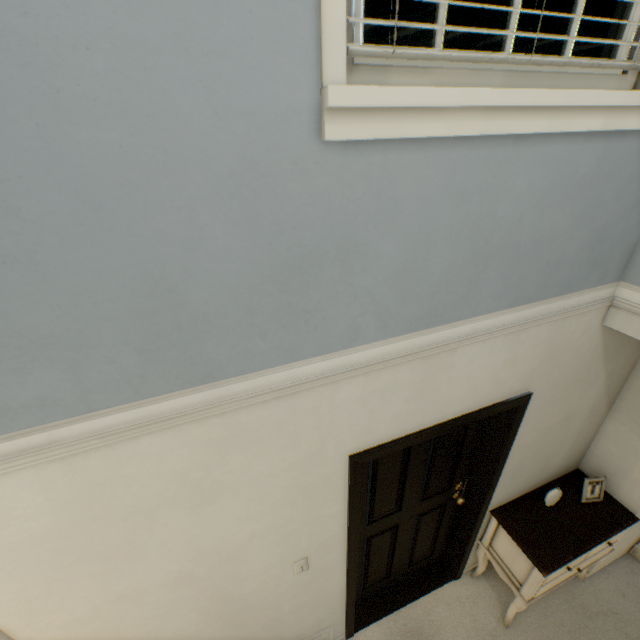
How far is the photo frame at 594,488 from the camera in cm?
237

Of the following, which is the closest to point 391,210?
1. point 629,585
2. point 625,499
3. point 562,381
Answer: point 562,381

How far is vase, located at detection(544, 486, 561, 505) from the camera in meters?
2.3 m

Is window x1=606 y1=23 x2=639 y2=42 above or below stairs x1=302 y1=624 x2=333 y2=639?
above

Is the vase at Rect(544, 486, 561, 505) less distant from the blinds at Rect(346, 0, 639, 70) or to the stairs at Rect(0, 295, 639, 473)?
the stairs at Rect(0, 295, 639, 473)

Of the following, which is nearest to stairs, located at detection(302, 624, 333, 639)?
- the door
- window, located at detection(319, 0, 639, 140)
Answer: → the door

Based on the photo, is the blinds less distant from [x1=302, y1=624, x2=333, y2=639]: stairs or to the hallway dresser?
[x1=302, y1=624, x2=333, y2=639]: stairs

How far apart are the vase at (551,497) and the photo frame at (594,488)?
0.2m
